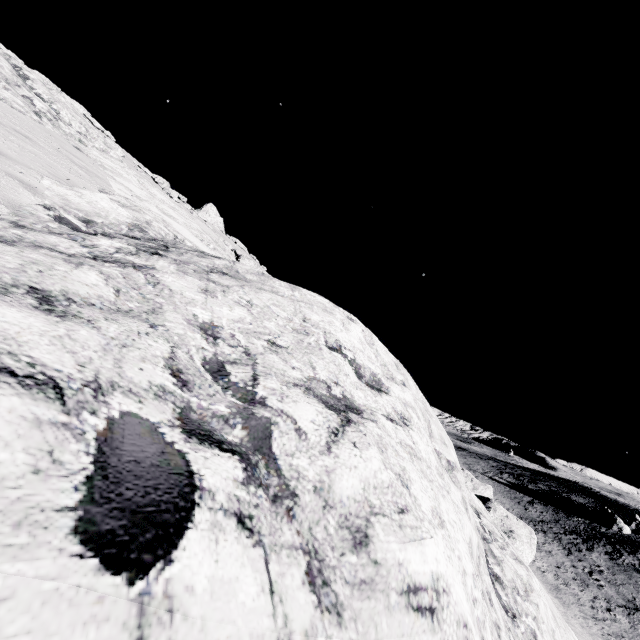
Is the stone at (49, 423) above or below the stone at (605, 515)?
above

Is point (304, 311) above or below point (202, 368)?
above

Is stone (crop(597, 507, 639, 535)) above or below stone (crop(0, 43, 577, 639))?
below

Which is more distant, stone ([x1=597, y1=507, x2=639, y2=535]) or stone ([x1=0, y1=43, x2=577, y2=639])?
stone ([x1=597, y1=507, x2=639, y2=535])

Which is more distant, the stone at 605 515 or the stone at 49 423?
the stone at 605 515
